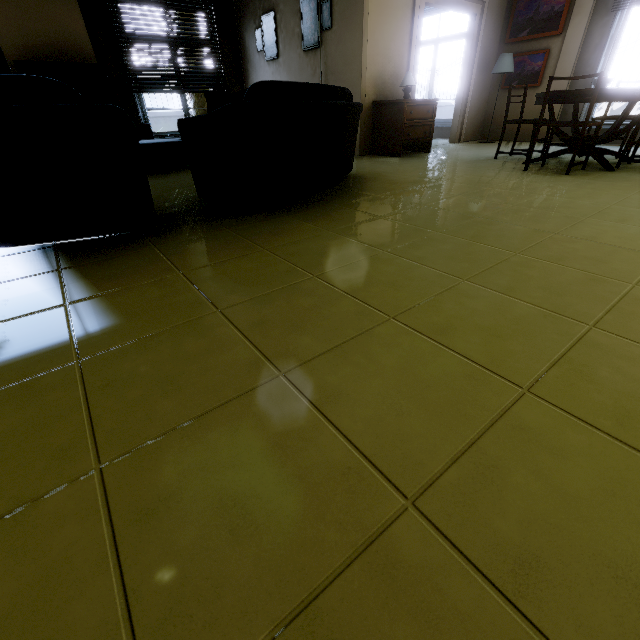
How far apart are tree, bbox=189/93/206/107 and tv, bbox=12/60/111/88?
4.54m

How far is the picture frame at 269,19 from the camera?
6.17m

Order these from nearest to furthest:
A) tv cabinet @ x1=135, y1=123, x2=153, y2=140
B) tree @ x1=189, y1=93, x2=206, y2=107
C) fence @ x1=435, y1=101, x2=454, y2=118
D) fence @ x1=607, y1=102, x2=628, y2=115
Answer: tv cabinet @ x1=135, y1=123, x2=153, y2=140 → tree @ x1=189, y1=93, x2=206, y2=107 → fence @ x1=607, y1=102, x2=628, y2=115 → fence @ x1=435, y1=101, x2=454, y2=118

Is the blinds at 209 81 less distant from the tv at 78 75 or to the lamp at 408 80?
the tv at 78 75

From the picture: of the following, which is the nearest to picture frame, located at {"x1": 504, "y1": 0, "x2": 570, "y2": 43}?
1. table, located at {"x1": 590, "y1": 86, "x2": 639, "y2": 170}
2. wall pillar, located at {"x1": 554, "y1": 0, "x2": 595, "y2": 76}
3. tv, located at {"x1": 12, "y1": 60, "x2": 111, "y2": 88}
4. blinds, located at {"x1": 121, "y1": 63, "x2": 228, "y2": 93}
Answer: wall pillar, located at {"x1": 554, "y1": 0, "x2": 595, "y2": 76}

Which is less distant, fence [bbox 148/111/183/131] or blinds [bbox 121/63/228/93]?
blinds [bbox 121/63/228/93]

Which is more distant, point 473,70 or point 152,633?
point 473,70

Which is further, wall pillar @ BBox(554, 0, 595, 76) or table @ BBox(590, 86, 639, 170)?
wall pillar @ BBox(554, 0, 595, 76)
